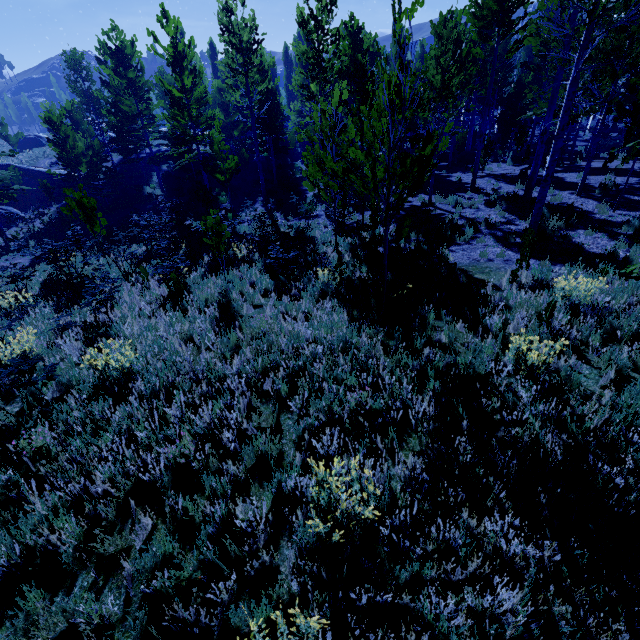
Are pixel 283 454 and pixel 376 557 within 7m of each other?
yes

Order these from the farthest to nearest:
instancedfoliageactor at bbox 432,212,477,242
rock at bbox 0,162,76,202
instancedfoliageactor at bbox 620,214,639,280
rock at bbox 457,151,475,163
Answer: rock at bbox 0,162,76,202
rock at bbox 457,151,475,163
instancedfoliageactor at bbox 432,212,477,242
instancedfoliageactor at bbox 620,214,639,280

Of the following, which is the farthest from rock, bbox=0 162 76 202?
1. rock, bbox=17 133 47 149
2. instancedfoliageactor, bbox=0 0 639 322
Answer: rock, bbox=17 133 47 149

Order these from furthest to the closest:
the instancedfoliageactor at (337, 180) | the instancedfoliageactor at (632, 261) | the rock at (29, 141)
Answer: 1. the rock at (29, 141)
2. the instancedfoliageactor at (337, 180)
3. the instancedfoliageactor at (632, 261)

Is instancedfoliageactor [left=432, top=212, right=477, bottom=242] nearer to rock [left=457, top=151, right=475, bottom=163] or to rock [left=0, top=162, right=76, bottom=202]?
rock [left=457, top=151, right=475, bottom=163]

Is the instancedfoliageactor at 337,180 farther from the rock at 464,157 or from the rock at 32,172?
the rock at 32,172

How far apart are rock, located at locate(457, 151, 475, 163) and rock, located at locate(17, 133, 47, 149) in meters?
48.5

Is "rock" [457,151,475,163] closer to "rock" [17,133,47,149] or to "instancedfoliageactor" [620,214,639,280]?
"instancedfoliageactor" [620,214,639,280]
